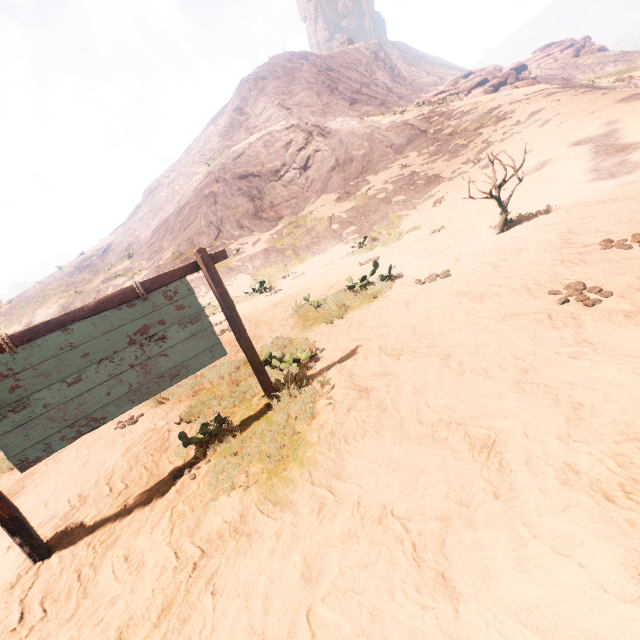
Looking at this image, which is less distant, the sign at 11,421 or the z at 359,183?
the z at 359,183

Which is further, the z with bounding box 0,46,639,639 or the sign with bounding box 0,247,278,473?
the sign with bounding box 0,247,278,473

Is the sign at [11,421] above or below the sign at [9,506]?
above

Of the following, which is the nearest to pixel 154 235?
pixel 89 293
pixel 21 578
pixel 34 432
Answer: pixel 89 293

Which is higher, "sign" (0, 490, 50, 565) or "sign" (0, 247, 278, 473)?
"sign" (0, 247, 278, 473)
